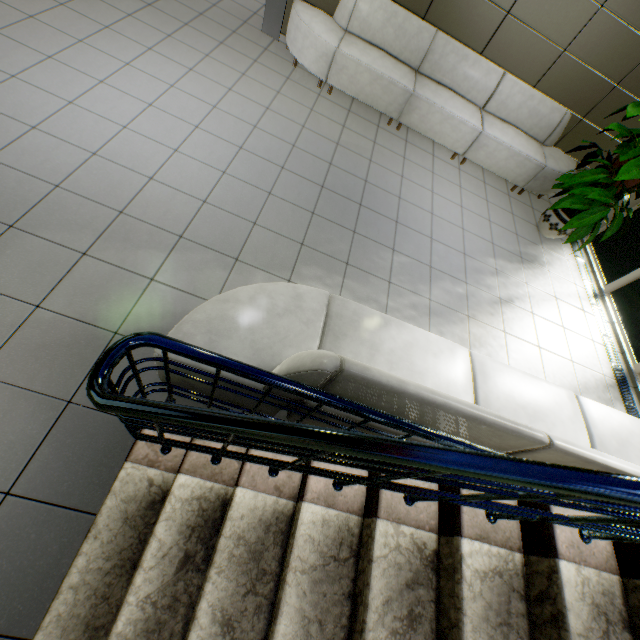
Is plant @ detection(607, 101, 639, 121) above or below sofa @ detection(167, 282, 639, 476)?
above

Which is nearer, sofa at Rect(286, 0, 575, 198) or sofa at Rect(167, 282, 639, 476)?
sofa at Rect(167, 282, 639, 476)

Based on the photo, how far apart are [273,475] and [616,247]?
6.3 meters

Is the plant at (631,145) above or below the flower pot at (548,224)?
above

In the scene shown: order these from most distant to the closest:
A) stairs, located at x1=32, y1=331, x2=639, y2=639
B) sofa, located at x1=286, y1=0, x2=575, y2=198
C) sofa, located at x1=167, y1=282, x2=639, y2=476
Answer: sofa, located at x1=286, y1=0, x2=575, y2=198, sofa, located at x1=167, y1=282, x2=639, y2=476, stairs, located at x1=32, y1=331, x2=639, y2=639

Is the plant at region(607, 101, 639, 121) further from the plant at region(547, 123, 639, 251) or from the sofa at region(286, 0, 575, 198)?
the sofa at region(286, 0, 575, 198)

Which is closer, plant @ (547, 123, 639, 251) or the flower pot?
plant @ (547, 123, 639, 251)

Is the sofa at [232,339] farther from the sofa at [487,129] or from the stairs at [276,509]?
the sofa at [487,129]
